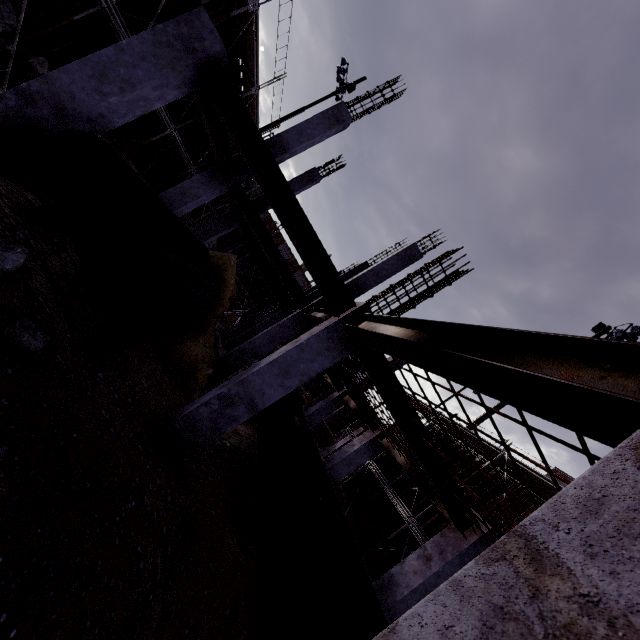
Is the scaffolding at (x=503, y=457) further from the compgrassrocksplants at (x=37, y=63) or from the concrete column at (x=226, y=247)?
the compgrassrocksplants at (x=37, y=63)

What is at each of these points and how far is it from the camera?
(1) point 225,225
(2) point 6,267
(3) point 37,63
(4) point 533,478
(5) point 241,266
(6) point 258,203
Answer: (1) concrete column, 14.39m
(2) compgrassrocksplants, 3.33m
(3) compgrassrocksplants, 8.26m
(4) scaffolding, 10.36m
(5) concrete column, 29.09m
(6) concrete column, 14.61m

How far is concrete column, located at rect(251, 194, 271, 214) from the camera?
14.58m

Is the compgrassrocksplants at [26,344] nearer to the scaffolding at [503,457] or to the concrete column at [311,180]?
the scaffolding at [503,457]

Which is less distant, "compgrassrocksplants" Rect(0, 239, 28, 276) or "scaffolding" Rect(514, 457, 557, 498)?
"compgrassrocksplants" Rect(0, 239, 28, 276)

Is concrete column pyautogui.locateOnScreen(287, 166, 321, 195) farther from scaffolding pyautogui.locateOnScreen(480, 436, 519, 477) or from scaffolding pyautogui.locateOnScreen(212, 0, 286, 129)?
scaffolding pyautogui.locateOnScreen(480, 436, 519, 477)

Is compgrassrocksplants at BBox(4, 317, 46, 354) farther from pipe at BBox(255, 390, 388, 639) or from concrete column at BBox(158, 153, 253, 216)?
concrete column at BBox(158, 153, 253, 216)
